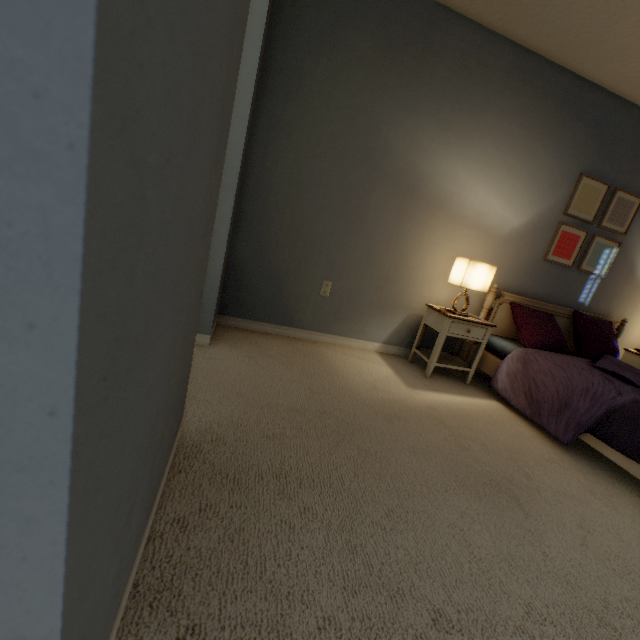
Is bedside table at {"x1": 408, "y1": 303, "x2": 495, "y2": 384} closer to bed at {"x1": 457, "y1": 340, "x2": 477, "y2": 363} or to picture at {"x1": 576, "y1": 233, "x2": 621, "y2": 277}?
bed at {"x1": 457, "y1": 340, "x2": 477, "y2": 363}

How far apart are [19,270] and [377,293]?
2.6m

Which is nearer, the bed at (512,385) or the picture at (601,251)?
the bed at (512,385)

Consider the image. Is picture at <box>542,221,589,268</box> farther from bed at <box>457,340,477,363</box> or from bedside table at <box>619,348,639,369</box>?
bedside table at <box>619,348,639,369</box>

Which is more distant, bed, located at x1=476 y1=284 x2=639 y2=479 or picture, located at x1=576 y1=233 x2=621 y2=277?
picture, located at x1=576 y1=233 x2=621 y2=277

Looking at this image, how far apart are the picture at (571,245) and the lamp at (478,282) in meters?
0.8

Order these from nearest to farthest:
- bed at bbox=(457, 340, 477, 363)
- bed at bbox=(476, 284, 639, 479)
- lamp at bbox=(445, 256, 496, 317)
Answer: bed at bbox=(476, 284, 639, 479) → lamp at bbox=(445, 256, 496, 317) → bed at bbox=(457, 340, 477, 363)

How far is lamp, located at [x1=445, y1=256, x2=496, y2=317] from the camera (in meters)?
2.38
